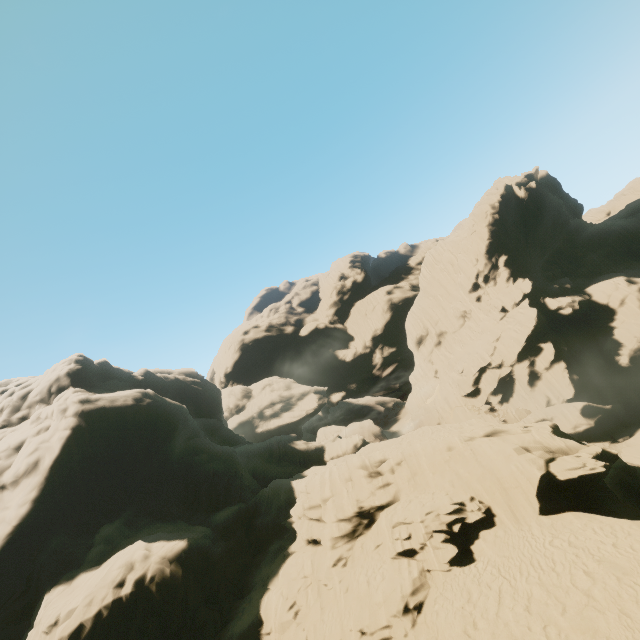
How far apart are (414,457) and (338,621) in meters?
11.9

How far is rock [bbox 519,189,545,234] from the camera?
58.91m

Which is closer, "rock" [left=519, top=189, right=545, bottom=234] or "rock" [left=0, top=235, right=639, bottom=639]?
"rock" [left=0, top=235, right=639, bottom=639]

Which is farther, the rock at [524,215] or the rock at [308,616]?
the rock at [524,215]

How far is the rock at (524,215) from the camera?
58.91m

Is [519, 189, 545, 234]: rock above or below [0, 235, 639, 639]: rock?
above
